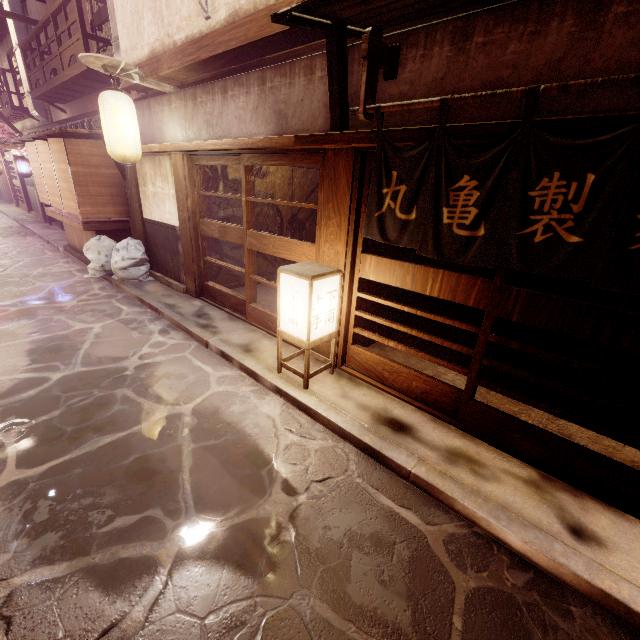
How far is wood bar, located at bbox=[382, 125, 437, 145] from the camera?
5.31m

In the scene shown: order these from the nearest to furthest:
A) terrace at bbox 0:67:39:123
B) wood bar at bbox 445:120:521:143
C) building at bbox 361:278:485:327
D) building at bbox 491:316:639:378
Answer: wood bar at bbox 445:120:521:143
building at bbox 361:278:485:327
building at bbox 491:316:639:378
terrace at bbox 0:67:39:123

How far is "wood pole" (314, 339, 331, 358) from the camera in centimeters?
836cm

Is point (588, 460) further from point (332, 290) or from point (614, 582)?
point (332, 290)

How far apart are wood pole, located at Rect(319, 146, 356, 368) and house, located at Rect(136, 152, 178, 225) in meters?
7.2 m

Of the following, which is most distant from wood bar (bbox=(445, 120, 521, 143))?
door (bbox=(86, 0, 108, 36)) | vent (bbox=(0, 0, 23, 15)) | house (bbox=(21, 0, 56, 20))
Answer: vent (bbox=(0, 0, 23, 15))

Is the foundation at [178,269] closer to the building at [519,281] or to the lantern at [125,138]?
the lantern at [125,138]

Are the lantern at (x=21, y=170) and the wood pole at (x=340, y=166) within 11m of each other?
no
